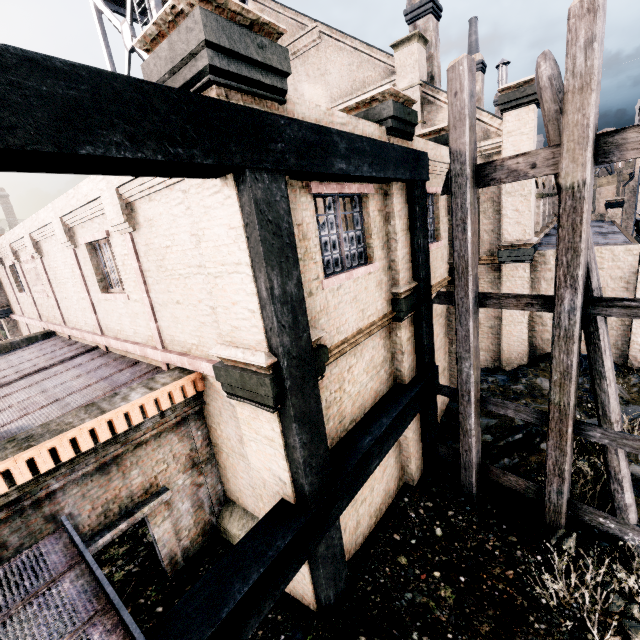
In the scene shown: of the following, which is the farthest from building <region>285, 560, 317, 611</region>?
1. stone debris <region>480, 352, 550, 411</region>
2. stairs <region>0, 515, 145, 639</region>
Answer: stairs <region>0, 515, 145, 639</region>

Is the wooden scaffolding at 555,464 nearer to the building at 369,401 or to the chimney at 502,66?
the building at 369,401

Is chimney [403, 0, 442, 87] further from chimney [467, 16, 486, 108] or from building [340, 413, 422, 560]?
chimney [467, 16, 486, 108]

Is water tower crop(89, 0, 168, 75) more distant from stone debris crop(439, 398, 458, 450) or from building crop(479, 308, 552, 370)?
stone debris crop(439, 398, 458, 450)

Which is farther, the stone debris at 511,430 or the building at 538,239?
the building at 538,239

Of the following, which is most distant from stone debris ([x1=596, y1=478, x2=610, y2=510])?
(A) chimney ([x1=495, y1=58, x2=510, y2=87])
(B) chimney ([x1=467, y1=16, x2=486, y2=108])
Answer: (A) chimney ([x1=495, y1=58, x2=510, y2=87])

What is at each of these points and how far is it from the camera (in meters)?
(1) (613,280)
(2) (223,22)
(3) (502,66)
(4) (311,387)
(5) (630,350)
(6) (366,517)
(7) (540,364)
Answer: (1) building, 12.90
(2) building, 3.72
(3) chimney, 34.59
(4) building structure, 5.24
(5) building, 12.93
(6) building, 8.35
(7) stone debris, 14.09

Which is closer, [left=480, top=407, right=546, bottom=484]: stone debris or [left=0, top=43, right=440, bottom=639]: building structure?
[left=0, top=43, right=440, bottom=639]: building structure
